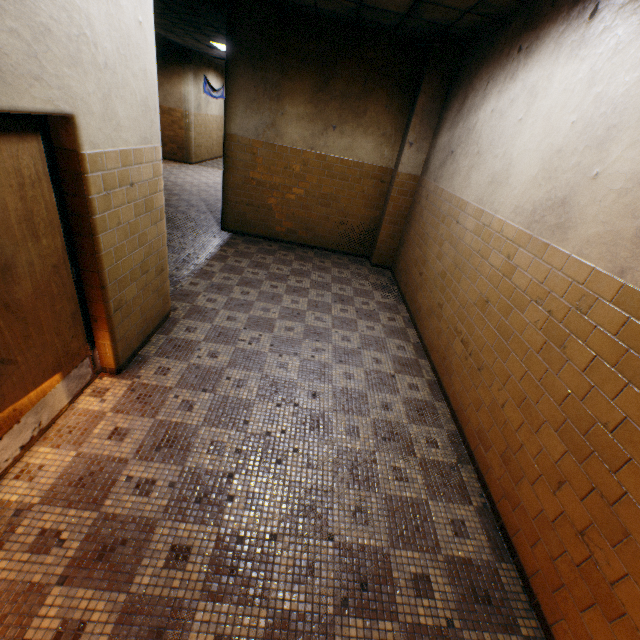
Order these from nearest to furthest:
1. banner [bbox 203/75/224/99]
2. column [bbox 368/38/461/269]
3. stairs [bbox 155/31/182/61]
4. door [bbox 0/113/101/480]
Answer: door [bbox 0/113/101/480] → column [bbox 368/38/461/269] → stairs [bbox 155/31/182/61] → banner [bbox 203/75/224/99]

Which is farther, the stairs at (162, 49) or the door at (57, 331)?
the stairs at (162, 49)

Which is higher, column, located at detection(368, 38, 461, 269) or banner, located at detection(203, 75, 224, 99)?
banner, located at detection(203, 75, 224, 99)

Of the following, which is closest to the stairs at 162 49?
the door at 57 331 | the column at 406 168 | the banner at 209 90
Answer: the banner at 209 90

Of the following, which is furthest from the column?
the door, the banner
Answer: the banner

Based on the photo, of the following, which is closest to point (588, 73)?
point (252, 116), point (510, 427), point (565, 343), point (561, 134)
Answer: point (561, 134)

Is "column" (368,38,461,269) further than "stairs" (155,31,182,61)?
No

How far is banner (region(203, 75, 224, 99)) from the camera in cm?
1379
